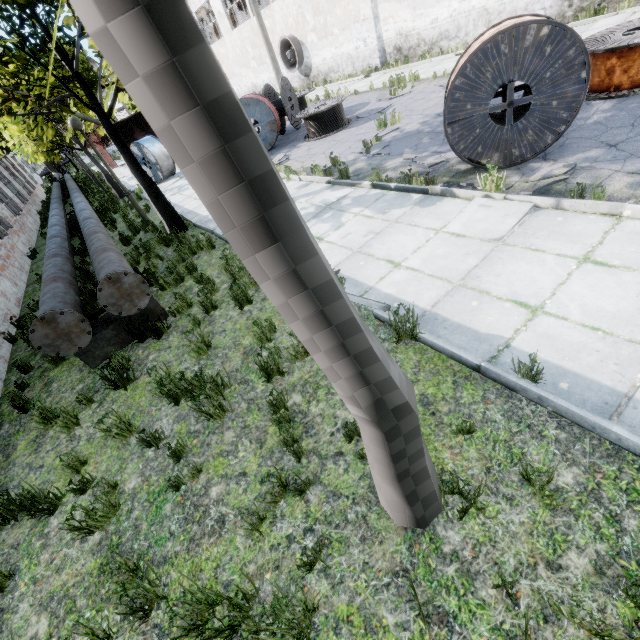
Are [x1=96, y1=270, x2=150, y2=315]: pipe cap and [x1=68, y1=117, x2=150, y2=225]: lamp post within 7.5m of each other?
yes

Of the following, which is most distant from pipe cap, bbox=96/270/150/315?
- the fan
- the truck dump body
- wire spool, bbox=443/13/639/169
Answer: the truck dump body

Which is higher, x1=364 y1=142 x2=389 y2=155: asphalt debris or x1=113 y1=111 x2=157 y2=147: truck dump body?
x1=113 y1=111 x2=157 y2=147: truck dump body

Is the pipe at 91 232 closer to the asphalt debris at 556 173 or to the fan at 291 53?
the asphalt debris at 556 173

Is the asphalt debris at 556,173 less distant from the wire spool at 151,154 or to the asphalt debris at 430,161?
the asphalt debris at 430,161

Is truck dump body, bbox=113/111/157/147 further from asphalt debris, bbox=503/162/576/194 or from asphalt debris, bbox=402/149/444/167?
asphalt debris, bbox=503/162/576/194

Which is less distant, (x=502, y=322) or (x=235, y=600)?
(x=235, y=600)

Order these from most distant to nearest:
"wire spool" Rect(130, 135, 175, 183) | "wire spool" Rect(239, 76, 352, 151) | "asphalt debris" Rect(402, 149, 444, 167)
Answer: "wire spool" Rect(130, 135, 175, 183), "wire spool" Rect(239, 76, 352, 151), "asphalt debris" Rect(402, 149, 444, 167)
